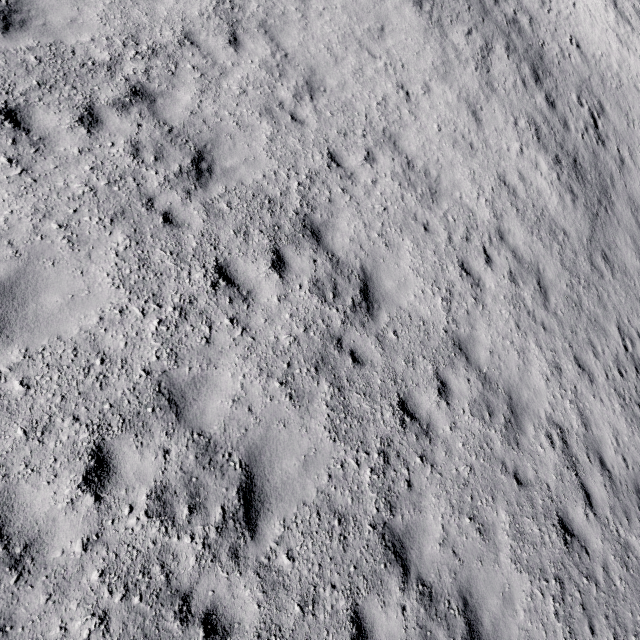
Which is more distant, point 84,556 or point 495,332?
point 495,332
